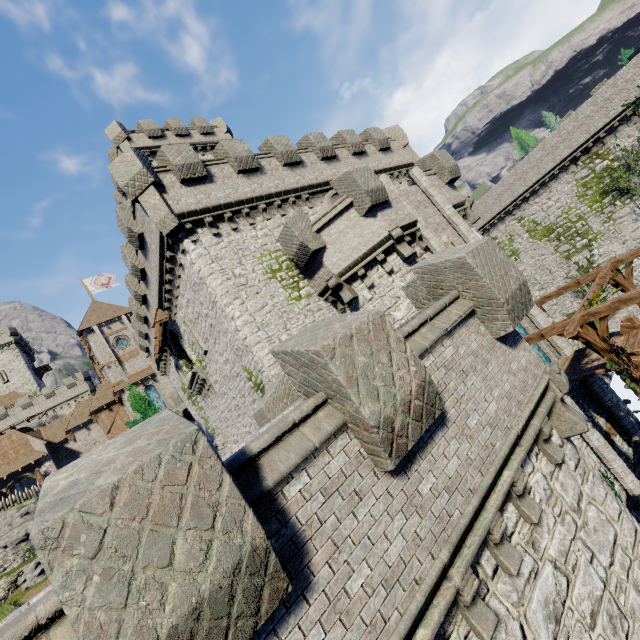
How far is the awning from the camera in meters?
18.9 m

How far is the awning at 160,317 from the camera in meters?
18.9 m

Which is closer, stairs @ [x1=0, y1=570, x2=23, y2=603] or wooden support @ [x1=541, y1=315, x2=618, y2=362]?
wooden support @ [x1=541, y1=315, x2=618, y2=362]

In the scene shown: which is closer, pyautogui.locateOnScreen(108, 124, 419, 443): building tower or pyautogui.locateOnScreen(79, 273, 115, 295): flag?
pyautogui.locateOnScreen(108, 124, 419, 443): building tower

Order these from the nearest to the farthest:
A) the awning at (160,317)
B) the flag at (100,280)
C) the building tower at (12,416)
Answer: the awning at (160,317)
the flag at (100,280)
the building tower at (12,416)

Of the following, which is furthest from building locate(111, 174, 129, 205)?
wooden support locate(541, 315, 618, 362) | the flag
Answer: wooden support locate(541, 315, 618, 362)

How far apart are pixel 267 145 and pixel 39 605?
19.83m

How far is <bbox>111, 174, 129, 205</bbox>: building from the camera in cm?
3145
